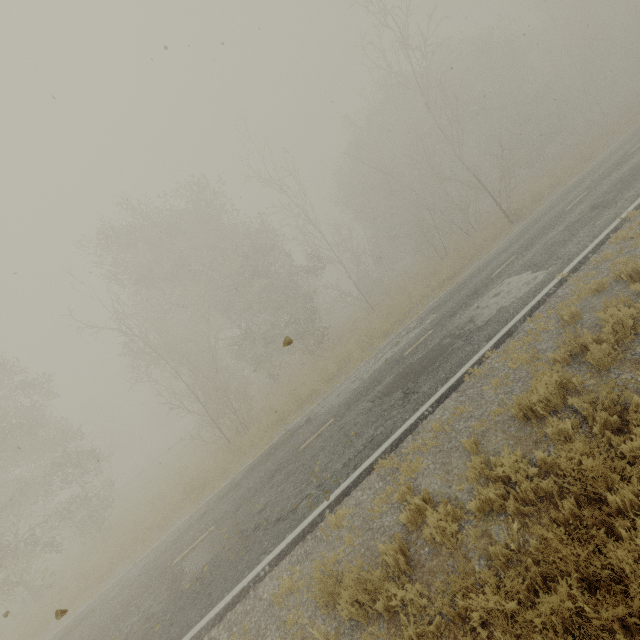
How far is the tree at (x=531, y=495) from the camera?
4.21m

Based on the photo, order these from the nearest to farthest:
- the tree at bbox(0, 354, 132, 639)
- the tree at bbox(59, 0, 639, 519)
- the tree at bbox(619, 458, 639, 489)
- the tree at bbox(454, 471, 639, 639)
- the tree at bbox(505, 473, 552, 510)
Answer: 1. the tree at bbox(454, 471, 639, 639)
2. the tree at bbox(619, 458, 639, 489)
3. the tree at bbox(505, 473, 552, 510)
4. the tree at bbox(0, 354, 132, 639)
5. the tree at bbox(59, 0, 639, 519)

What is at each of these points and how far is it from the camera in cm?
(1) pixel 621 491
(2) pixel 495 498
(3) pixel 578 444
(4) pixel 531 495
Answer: (1) tree, 346
(2) tree, 446
(3) tree, 413
(4) tree, 413

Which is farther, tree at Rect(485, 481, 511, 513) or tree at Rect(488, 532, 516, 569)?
tree at Rect(485, 481, 511, 513)

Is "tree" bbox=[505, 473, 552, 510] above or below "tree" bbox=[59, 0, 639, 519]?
below
